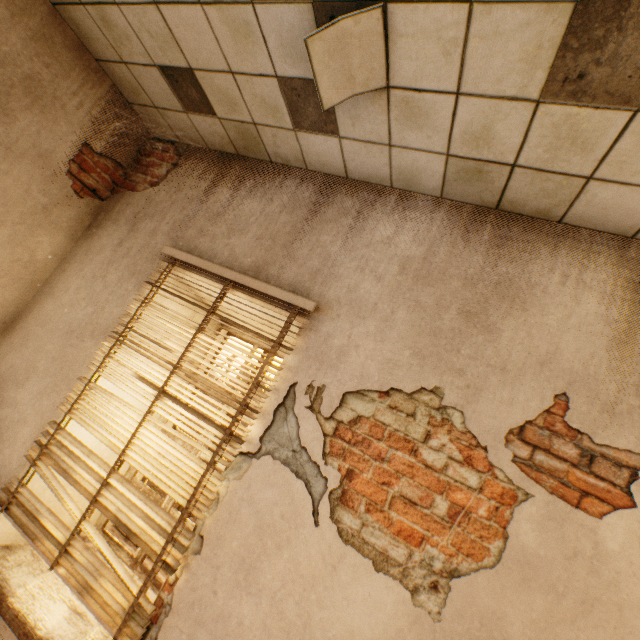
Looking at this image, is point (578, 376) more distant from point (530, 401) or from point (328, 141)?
point (328, 141)
